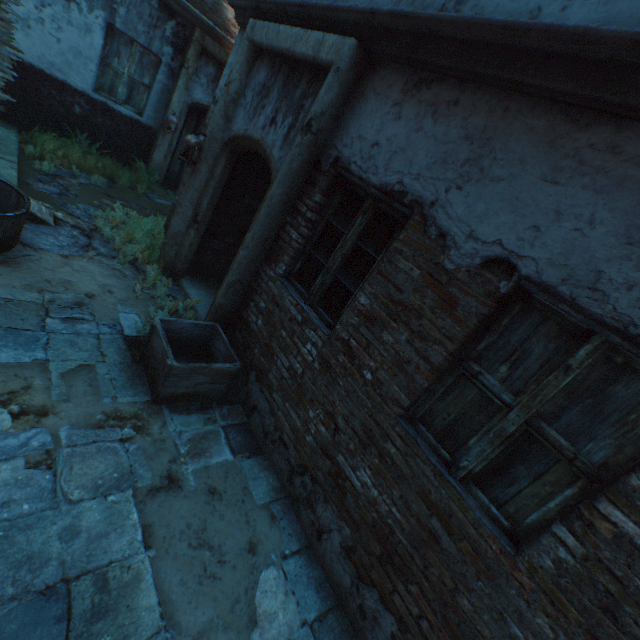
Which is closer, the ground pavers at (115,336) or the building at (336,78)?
the building at (336,78)

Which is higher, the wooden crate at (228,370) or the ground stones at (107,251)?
the wooden crate at (228,370)

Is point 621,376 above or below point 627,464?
above

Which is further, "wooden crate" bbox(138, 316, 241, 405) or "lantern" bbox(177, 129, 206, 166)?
"lantern" bbox(177, 129, 206, 166)

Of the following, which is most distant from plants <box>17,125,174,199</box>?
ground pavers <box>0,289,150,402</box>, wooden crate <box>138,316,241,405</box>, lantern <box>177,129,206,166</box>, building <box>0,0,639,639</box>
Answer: wooden crate <box>138,316,241,405</box>

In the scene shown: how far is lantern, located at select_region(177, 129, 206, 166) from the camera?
4.49m

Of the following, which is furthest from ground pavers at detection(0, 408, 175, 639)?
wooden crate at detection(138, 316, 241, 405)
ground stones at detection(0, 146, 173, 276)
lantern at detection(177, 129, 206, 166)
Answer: lantern at detection(177, 129, 206, 166)

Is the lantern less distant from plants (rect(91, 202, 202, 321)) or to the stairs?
plants (rect(91, 202, 202, 321))
